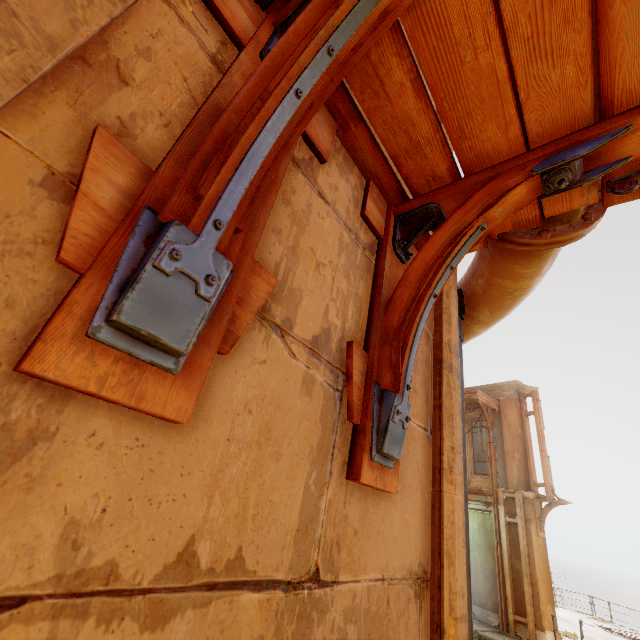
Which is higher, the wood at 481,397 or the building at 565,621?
the wood at 481,397

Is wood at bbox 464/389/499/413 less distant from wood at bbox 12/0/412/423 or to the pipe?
the pipe

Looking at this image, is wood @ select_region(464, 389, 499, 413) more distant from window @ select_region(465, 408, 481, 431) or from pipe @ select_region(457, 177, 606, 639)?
pipe @ select_region(457, 177, 606, 639)

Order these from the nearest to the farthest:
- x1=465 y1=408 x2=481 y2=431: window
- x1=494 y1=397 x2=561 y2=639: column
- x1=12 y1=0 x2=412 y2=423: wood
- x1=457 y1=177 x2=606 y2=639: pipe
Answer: x1=12 y1=0 x2=412 y2=423: wood
x1=457 y1=177 x2=606 y2=639: pipe
x1=494 y1=397 x2=561 y2=639: column
x1=465 y1=408 x2=481 y2=431: window

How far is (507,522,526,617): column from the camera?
11.2m

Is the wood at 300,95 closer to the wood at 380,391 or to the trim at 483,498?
the wood at 380,391

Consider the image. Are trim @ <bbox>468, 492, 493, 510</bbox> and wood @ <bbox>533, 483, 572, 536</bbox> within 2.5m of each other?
yes

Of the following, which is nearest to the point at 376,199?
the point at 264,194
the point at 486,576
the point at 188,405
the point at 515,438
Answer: the point at 264,194
